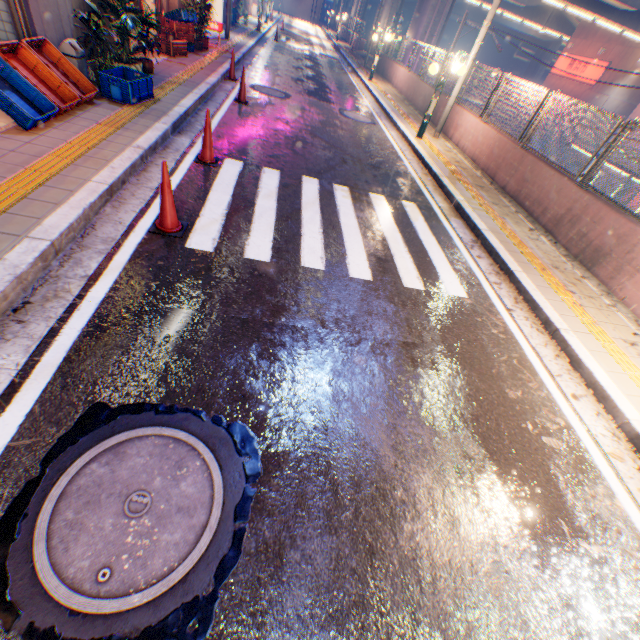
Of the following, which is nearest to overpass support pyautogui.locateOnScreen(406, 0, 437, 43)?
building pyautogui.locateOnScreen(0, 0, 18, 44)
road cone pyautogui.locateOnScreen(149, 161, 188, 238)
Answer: road cone pyautogui.locateOnScreen(149, 161, 188, 238)

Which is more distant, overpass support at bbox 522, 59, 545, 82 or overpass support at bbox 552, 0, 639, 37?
overpass support at bbox 522, 59, 545, 82

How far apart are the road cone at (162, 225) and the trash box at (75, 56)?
4.4m

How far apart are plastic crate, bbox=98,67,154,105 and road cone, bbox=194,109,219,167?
1.9m

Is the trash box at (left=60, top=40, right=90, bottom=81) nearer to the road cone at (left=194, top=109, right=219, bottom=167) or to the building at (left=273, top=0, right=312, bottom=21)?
the road cone at (left=194, top=109, right=219, bottom=167)

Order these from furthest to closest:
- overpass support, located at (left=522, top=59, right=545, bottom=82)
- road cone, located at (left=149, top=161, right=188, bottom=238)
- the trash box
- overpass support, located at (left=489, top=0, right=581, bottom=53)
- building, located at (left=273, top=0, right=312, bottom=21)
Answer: building, located at (left=273, top=0, right=312, bottom=21)
overpass support, located at (left=522, top=59, right=545, bottom=82)
overpass support, located at (left=489, top=0, right=581, bottom=53)
the trash box
road cone, located at (left=149, top=161, right=188, bottom=238)

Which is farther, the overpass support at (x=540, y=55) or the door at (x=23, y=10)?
the overpass support at (x=540, y=55)

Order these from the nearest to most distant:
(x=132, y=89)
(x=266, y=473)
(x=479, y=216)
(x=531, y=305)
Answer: (x=266, y=473)
(x=531, y=305)
(x=132, y=89)
(x=479, y=216)
